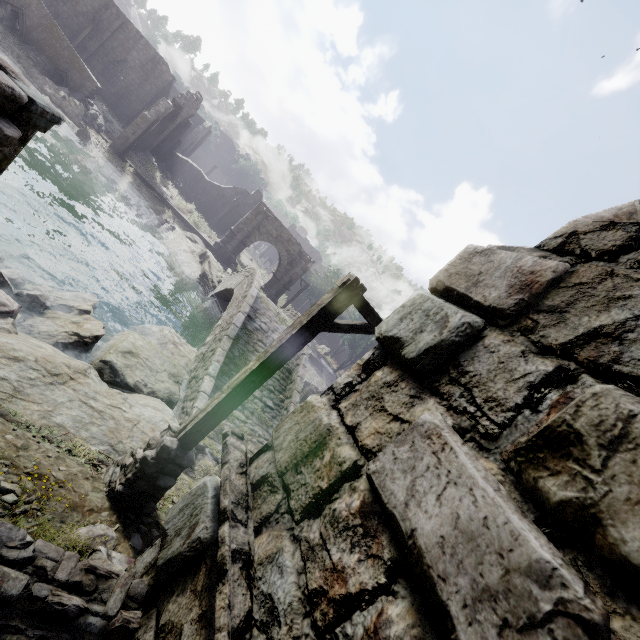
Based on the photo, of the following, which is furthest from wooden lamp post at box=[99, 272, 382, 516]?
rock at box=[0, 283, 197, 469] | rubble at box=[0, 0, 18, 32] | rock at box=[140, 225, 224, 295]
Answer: rubble at box=[0, 0, 18, 32]

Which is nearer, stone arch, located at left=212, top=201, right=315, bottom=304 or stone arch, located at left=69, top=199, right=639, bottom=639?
stone arch, located at left=69, top=199, right=639, bottom=639

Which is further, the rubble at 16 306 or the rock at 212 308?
the rock at 212 308

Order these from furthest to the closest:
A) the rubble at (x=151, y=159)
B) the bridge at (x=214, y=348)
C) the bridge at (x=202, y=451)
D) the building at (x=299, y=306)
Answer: the building at (x=299, y=306), the rubble at (x=151, y=159), the bridge at (x=214, y=348), the bridge at (x=202, y=451)

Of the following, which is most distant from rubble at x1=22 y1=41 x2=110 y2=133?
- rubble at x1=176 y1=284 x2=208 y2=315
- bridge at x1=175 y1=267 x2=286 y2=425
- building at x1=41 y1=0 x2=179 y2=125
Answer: rubble at x1=176 y1=284 x2=208 y2=315

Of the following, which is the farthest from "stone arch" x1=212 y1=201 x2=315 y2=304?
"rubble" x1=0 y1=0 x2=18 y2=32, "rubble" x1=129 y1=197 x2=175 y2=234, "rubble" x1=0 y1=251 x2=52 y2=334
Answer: "rubble" x1=0 y1=0 x2=18 y2=32

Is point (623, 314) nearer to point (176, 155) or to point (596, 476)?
point (596, 476)

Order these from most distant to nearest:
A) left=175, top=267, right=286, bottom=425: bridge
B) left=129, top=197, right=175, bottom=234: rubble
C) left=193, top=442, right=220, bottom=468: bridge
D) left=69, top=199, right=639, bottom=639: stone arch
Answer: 1. left=129, top=197, right=175, bottom=234: rubble
2. left=175, top=267, right=286, bottom=425: bridge
3. left=193, top=442, right=220, bottom=468: bridge
4. left=69, top=199, right=639, bottom=639: stone arch
